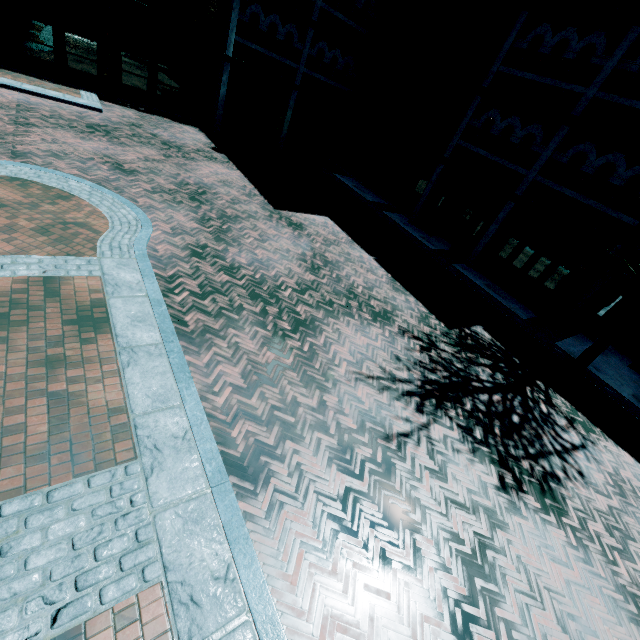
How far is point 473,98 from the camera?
14.6m

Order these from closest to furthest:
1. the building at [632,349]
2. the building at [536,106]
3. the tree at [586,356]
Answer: the tree at [586,356], the building at [536,106], the building at [632,349]

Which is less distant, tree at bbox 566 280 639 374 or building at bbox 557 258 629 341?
tree at bbox 566 280 639 374

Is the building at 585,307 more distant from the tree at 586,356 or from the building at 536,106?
the tree at 586,356

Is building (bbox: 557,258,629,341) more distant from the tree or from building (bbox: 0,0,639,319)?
the tree

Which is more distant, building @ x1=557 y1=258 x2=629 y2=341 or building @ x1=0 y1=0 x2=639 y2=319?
building @ x1=557 y1=258 x2=629 y2=341

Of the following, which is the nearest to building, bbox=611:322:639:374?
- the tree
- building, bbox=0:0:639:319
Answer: building, bbox=0:0:639:319
